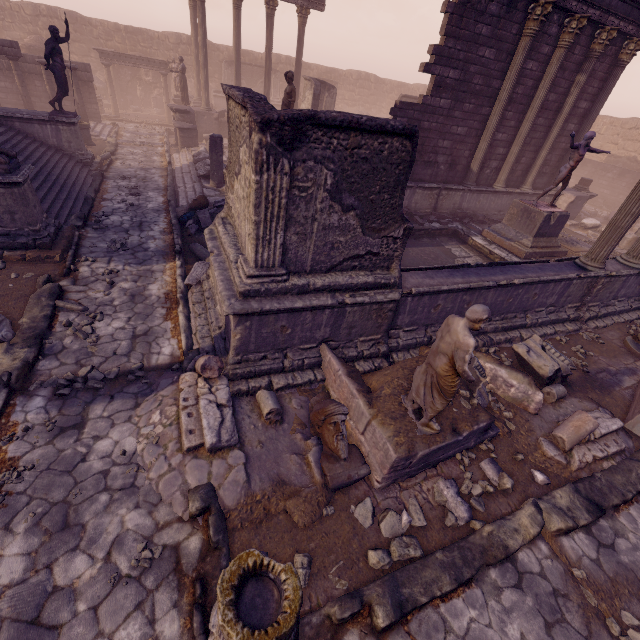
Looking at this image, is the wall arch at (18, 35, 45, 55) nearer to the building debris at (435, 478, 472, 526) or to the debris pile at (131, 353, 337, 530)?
the debris pile at (131, 353, 337, 530)

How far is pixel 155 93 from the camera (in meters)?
25.48

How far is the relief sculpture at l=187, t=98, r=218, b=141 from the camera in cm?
1883

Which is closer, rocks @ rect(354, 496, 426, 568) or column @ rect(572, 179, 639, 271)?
rocks @ rect(354, 496, 426, 568)

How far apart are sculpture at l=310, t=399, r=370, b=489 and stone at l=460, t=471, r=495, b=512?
1.4m

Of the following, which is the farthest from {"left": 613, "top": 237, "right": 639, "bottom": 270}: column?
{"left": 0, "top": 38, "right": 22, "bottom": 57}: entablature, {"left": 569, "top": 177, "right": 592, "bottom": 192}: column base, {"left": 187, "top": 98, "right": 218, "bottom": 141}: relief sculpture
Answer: {"left": 0, "top": 38, "right": 22, "bottom": 57}: entablature

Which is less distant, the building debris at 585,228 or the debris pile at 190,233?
the debris pile at 190,233

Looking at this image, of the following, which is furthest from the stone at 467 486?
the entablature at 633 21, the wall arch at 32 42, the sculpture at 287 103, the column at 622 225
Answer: the wall arch at 32 42
